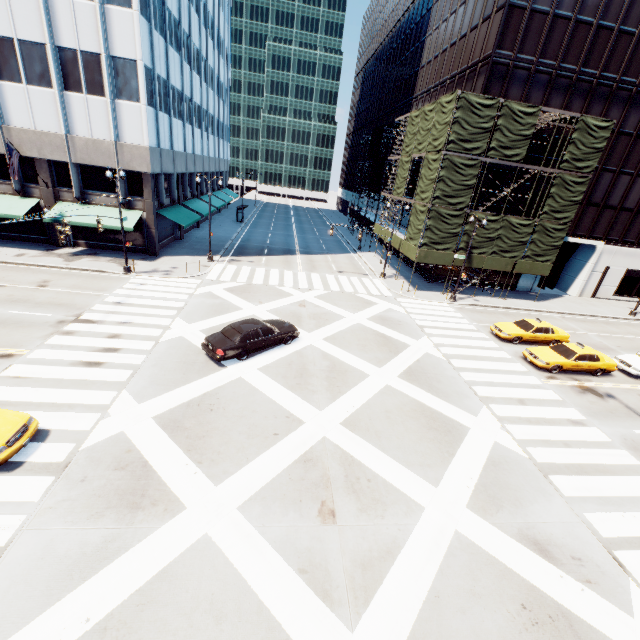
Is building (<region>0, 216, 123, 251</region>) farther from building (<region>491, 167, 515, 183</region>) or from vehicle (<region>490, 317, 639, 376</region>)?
vehicle (<region>490, 317, 639, 376</region>)

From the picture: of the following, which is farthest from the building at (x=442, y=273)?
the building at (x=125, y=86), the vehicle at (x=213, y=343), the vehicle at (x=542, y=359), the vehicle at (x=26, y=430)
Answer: the vehicle at (x=26, y=430)

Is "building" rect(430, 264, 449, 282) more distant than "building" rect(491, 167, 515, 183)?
Yes

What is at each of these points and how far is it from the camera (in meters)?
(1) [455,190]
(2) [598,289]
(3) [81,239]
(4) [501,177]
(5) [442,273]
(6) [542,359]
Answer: (1) scaffolding, 26.56
(2) building, 36.25
(3) building, 28.64
(4) building, 30.25
(5) building, 33.84
(6) vehicle, 18.86

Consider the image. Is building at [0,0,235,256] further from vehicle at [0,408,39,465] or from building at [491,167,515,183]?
building at [491,167,515,183]

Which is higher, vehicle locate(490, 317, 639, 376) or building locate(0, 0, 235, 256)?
building locate(0, 0, 235, 256)

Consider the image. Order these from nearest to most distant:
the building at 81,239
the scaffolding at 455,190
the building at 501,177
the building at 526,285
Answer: the scaffolding at 455,190 → the building at 81,239 → the building at 501,177 → the building at 526,285
